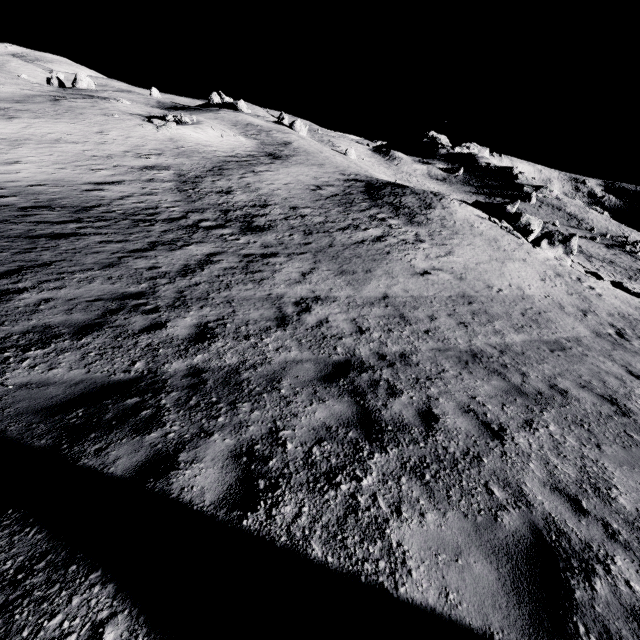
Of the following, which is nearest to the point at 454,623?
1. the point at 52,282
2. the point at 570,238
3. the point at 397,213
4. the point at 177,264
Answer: the point at 52,282

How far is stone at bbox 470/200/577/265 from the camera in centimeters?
2688cm

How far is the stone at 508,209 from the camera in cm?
2688
